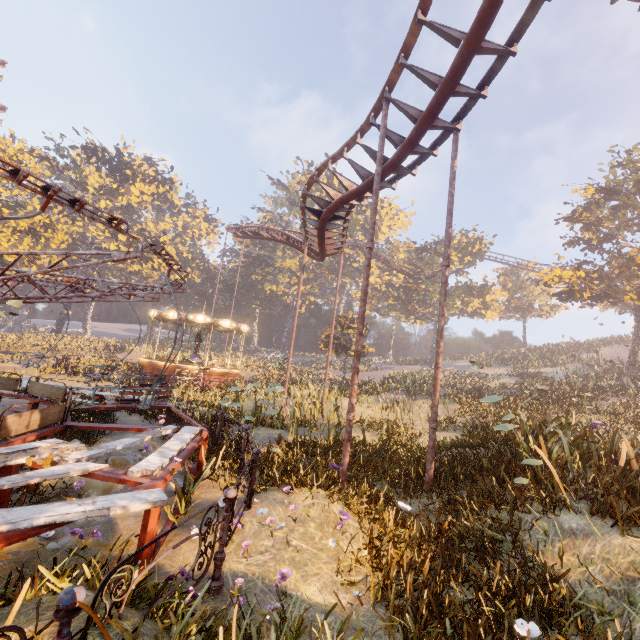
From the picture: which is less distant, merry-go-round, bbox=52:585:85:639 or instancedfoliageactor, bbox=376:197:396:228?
merry-go-round, bbox=52:585:85:639

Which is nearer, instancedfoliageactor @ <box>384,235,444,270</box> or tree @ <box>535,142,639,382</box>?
tree @ <box>535,142,639,382</box>

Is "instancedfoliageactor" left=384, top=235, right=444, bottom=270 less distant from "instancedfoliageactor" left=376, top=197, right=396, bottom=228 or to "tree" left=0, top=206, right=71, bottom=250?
"instancedfoliageactor" left=376, top=197, right=396, bottom=228

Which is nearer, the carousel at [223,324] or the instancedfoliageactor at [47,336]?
the carousel at [223,324]

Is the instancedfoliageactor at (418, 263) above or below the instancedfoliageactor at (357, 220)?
below

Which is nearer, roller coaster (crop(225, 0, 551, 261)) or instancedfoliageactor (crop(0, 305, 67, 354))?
roller coaster (crop(225, 0, 551, 261))

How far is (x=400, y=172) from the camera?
10.07m

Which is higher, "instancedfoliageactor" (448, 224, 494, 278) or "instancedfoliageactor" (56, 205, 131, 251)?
"instancedfoliageactor" (448, 224, 494, 278)
